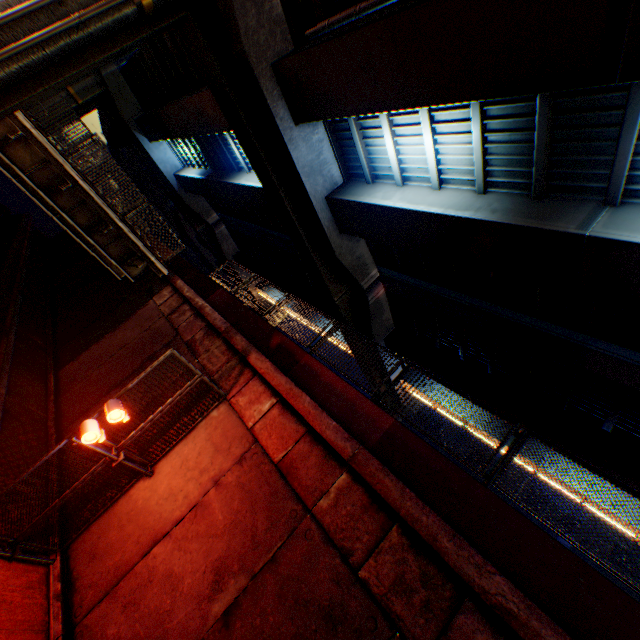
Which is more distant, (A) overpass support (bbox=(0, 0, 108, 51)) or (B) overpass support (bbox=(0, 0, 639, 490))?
(A) overpass support (bbox=(0, 0, 108, 51))

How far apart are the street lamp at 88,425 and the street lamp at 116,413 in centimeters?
33cm

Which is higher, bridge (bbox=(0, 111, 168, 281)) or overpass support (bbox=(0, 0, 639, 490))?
overpass support (bbox=(0, 0, 639, 490))

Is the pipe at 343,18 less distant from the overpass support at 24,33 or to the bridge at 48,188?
the overpass support at 24,33

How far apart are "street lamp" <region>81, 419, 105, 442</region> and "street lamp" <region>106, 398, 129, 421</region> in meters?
0.3

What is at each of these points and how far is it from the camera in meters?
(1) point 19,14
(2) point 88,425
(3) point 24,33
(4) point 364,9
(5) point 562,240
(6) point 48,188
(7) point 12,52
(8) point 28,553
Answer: (1) pipe, 8.1 m
(2) street lamp, 6.3 m
(3) overpass support, 8.5 m
(4) pipe, 8.6 m
(5) overpass support, 8.5 m
(6) bridge, 12.9 m
(7) pipe, 8.3 m
(8) metal fence, 6.6 m

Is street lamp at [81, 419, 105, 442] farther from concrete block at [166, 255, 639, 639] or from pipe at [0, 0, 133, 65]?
pipe at [0, 0, 133, 65]

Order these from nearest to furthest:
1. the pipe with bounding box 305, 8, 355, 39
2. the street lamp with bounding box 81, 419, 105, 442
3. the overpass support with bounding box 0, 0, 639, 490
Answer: Result:
the street lamp with bounding box 81, 419, 105, 442
the overpass support with bounding box 0, 0, 639, 490
the pipe with bounding box 305, 8, 355, 39
